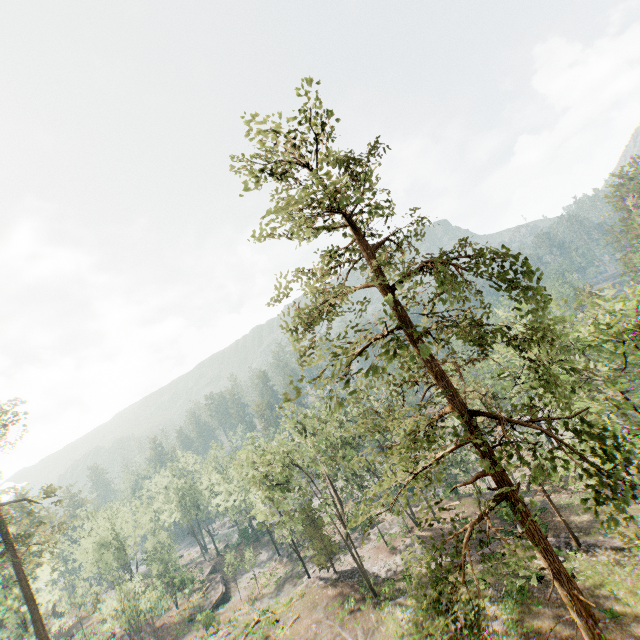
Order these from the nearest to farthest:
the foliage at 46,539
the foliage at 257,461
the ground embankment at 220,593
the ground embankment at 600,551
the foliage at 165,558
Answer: the foliage at 257,461, the ground embankment at 600,551, the foliage at 46,539, the ground embankment at 220,593, the foliage at 165,558

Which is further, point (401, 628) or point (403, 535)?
point (403, 535)

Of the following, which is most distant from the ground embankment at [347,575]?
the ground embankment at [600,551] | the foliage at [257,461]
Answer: the ground embankment at [600,551]

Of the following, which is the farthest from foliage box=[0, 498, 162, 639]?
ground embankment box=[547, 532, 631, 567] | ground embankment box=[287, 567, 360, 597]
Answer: ground embankment box=[547, 532, 631, 567]

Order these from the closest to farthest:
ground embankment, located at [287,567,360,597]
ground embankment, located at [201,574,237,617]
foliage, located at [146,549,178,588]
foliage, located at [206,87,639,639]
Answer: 1. foliage, located at [206,87,639,639]
2. ground embankment, located at [287,567,360,597]
3. ground embankment, located at [201,574,237,617]
4. foliage, located at [146,549,178,588]

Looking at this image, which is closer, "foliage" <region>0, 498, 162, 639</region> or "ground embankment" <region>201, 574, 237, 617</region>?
"foliage" <region>0, 498, 162, 639</region>

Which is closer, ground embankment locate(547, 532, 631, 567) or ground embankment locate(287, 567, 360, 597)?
ground embankment locate(547, 532, 631, 567)
